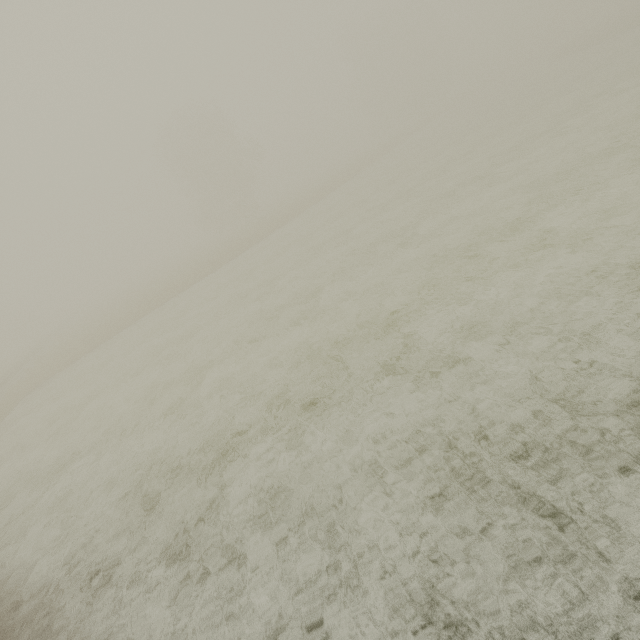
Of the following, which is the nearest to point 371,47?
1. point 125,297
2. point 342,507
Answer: point 125,297
